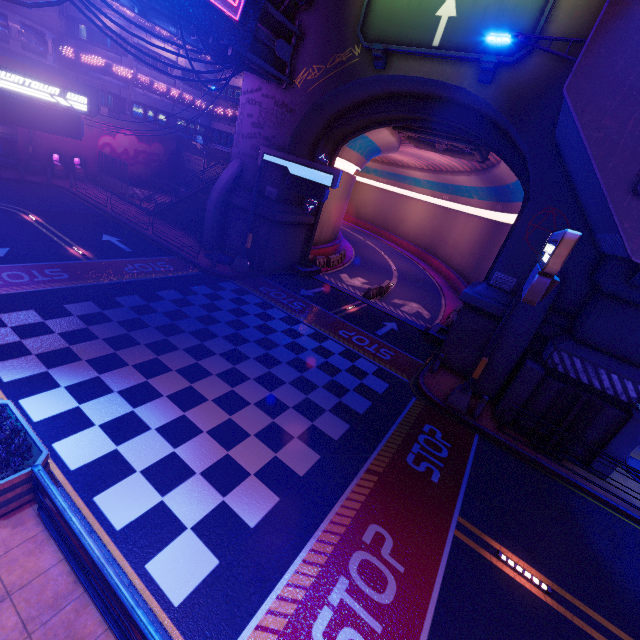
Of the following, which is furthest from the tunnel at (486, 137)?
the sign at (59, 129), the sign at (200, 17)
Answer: the sign at (200, 17)

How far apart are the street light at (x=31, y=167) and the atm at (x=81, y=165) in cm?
200

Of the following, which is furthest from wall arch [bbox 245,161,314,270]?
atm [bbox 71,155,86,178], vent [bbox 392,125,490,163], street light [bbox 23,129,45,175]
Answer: street light [bbox 23,129,45,175]

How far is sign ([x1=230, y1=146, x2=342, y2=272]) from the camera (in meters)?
15.92

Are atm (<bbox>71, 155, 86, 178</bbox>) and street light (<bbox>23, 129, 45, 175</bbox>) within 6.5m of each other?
yes

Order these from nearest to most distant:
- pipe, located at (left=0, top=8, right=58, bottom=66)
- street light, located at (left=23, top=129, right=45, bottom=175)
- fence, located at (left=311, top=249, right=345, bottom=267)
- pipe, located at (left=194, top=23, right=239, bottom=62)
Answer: pipe, located at (left=194, top=23, right=239, bottom=62) < pipe, located at (left=0, top=8, right=58, bottom=66) < fence, located at (left=311, top=249, right=345, bottom=267) < street light, located at (left=23, top=129, right=45, bottom=175)

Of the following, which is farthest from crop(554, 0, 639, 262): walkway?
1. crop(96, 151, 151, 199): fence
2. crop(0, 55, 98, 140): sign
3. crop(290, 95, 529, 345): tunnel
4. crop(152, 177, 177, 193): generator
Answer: crop(152, 177, 177, 193): generator

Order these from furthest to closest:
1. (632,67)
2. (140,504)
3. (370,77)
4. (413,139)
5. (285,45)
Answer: (413,139) → (285,45) → (370,77) → (632,67) → (140,504)
